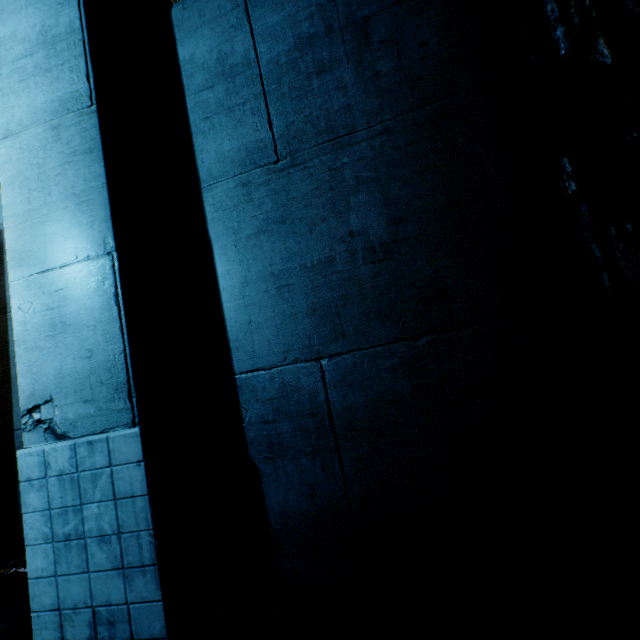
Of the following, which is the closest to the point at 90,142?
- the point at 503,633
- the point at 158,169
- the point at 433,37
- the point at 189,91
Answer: the point at 158,169
